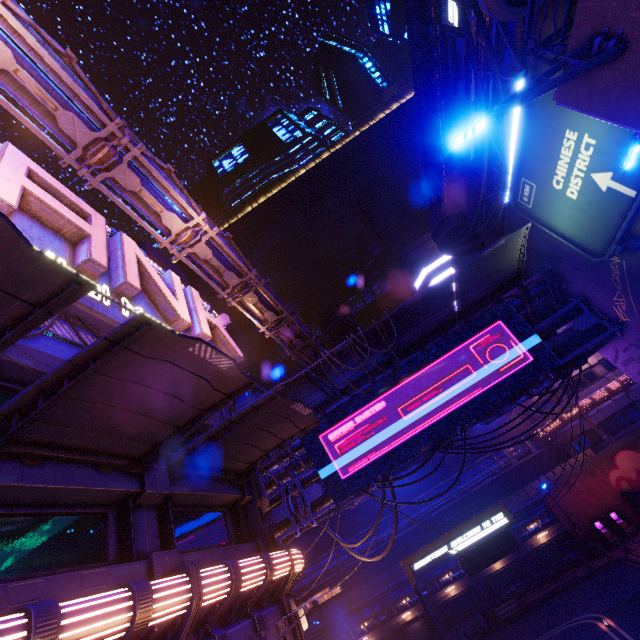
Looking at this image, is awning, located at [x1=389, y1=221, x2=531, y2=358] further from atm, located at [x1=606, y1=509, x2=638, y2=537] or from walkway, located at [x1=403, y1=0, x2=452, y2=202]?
atm, located at [x1=606, y1=509, x2=638, y2=537]

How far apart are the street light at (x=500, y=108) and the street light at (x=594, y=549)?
37.2 meters

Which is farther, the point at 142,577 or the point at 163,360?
the point at 142,577

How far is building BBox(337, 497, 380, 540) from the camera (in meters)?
45.79

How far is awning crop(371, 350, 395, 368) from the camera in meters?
17.9

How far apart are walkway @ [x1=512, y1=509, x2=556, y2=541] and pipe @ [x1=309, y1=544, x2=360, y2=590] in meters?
2.8 m

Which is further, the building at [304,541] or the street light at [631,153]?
the building at [304,541]

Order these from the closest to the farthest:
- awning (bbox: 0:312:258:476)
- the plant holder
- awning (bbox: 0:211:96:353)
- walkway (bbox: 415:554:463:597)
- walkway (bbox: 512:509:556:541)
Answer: awning (bbox: 0:211:96:353)
awning (bbox: 0:312:258:476)
the plant holder
walkway (bbox: 512:509:556:541)
walkway (bbox: 415:554:463:597)
